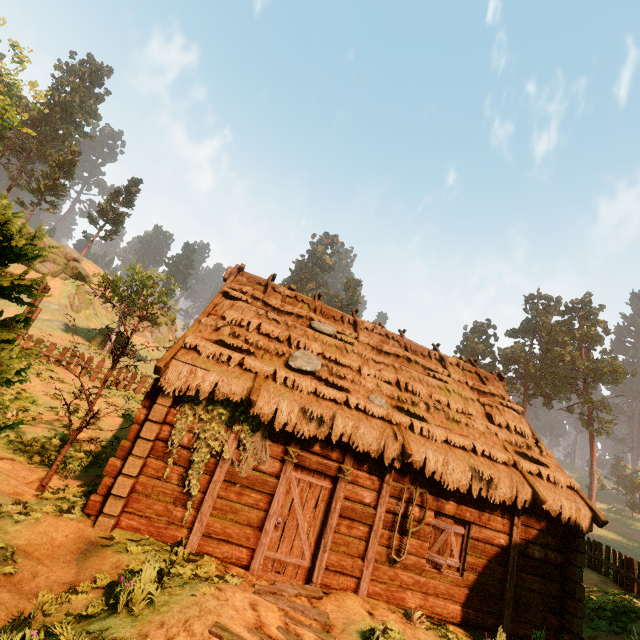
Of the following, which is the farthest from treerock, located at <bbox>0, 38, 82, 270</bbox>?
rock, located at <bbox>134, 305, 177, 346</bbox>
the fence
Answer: rock, located at <bbox>134, 305, 177, 346</bbox>

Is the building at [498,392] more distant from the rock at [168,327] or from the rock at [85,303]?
the rock at [168,327]

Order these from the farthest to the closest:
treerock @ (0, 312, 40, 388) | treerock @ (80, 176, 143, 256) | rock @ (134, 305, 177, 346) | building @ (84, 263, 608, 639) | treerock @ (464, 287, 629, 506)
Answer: treerock @ (80, 176, 143, 256) → rock @ (134, 305, 177, 346) → treerock @ (464, 287, 629, 506) → building @ (84, 263, 608, 639) → treerock @ (0, 312, 40, 388)

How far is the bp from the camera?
8.02m

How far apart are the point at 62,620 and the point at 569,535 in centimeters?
1167cm

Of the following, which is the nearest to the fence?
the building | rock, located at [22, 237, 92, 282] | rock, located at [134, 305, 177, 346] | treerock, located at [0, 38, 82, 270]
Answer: the building

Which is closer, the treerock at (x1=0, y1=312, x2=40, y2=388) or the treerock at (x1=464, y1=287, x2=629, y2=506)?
the treerock at (x1=0, y1=312, x2=40, y2=388)

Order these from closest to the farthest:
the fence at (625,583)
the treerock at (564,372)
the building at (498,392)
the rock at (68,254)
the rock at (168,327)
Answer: the building at (498,392), the fence at (625,583), the rock at (68,254), the treerock at (564,372), the rock at (168,327)
